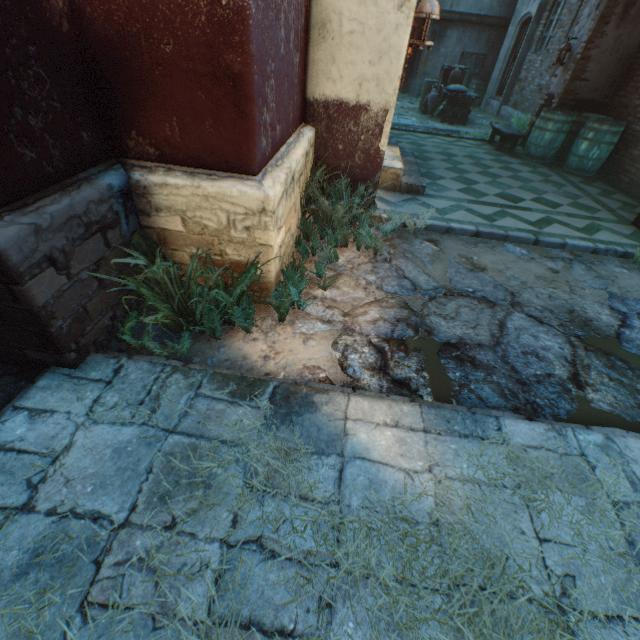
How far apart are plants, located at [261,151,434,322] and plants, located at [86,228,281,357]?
0.8 meters

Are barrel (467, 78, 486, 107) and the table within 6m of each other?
no

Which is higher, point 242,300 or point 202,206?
point 202,206

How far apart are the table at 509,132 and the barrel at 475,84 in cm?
727

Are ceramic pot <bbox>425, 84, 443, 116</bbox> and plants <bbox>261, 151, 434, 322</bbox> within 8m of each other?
no

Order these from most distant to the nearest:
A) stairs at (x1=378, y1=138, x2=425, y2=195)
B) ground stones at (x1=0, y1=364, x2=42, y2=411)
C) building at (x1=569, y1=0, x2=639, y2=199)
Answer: building at (x1=569, y1=0, x2=639, y2=199) → stairs at (x1=378, y1=138, x2=425, y2=195) → ground stones at (x1=0, y1=364, x2=42, y2=411)

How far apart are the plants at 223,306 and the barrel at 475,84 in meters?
16.4

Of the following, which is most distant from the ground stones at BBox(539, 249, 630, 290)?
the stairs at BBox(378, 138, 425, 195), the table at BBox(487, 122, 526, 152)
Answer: the table at BBox(487, 122, 526, 152)
